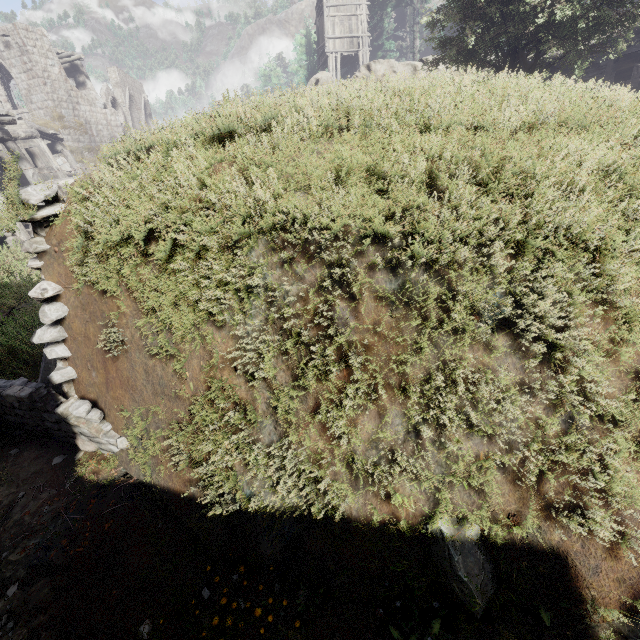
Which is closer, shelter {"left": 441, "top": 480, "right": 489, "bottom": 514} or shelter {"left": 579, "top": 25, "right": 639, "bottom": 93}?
shelter {"left": 441, "top": 480, "right": 489, "bottom": 514}

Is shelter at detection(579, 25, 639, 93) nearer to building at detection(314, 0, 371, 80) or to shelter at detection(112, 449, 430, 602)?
shelter at detection(112, 449, 430, 602)

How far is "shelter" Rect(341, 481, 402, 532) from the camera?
2.4m

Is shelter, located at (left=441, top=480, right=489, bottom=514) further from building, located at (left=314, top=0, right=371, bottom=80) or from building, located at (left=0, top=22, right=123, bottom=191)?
building, located at (left=314, top=0, right=371, bottom=80)

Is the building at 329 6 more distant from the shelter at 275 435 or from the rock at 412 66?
the shelter at 275 435

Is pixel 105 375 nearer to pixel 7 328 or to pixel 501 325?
pixel 7 328

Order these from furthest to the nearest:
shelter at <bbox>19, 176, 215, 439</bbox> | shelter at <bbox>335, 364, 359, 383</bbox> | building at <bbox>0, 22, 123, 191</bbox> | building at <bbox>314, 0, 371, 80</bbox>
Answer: building at <bbox>314, 0, 371, 80</bbox>, building at <bbox>0, 22, 123, 191</bbox>, shelter at <bbox>19, 176, 215, 439</bbox>, shelter at <bbox>335, 364, 359, 383</bbox>

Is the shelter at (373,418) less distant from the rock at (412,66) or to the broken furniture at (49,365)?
the broken furniture at (49,365)
